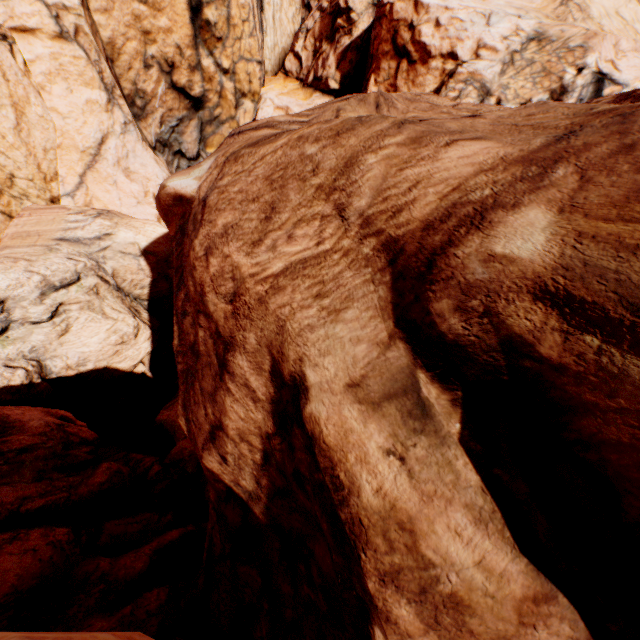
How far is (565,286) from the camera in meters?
3.0 m
